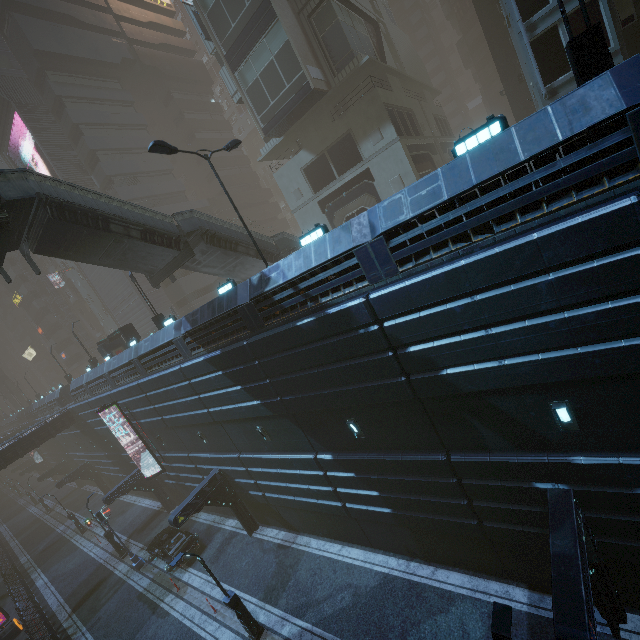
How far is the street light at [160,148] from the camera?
12.1 meters

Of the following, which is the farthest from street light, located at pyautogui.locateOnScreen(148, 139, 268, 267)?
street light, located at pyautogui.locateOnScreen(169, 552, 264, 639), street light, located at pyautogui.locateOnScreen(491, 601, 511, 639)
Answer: street light, located at pyautogui.locateOnScreen(491, 601, 511, 639)

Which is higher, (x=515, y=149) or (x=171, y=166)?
(x=171, y=166)

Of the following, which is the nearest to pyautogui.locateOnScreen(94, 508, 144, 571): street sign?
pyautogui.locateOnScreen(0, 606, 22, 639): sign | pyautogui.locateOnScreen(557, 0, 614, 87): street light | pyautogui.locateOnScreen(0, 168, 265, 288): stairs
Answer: pyautogui.locateOnScreen(0, 606, 22, 639): sign

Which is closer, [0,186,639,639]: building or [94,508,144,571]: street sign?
[0,186,639,639]: building

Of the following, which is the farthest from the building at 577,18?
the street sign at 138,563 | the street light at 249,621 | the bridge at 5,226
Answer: the bridge at 5,226

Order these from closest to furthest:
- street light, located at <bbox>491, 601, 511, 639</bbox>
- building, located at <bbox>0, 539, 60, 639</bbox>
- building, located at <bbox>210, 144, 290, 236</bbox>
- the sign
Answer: street light, located at <bbox>491, 601, 511, 639</bbox> → building, located at <bbox>0, 539, 60, 639</bbox> → the sign → building, located at <bbox>210, 144, 290, 236</bbox>

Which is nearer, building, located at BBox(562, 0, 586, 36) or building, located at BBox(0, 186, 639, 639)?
building, located at BBox(0, 186, 639, 639)
